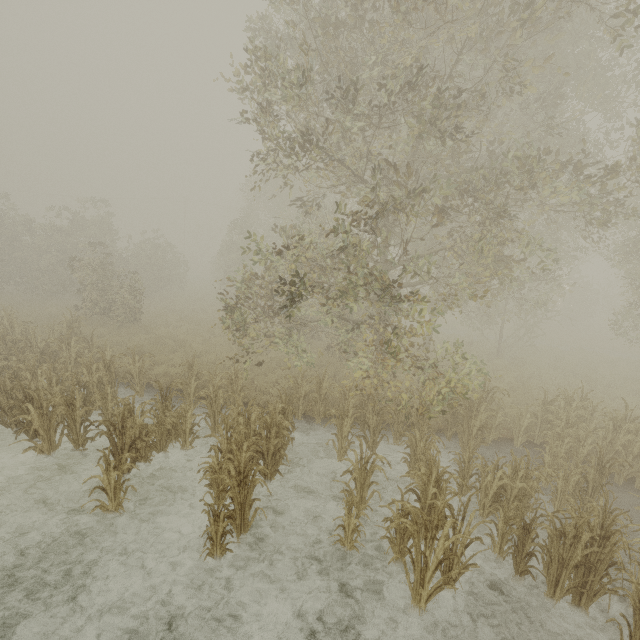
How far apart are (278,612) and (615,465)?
8.3m
